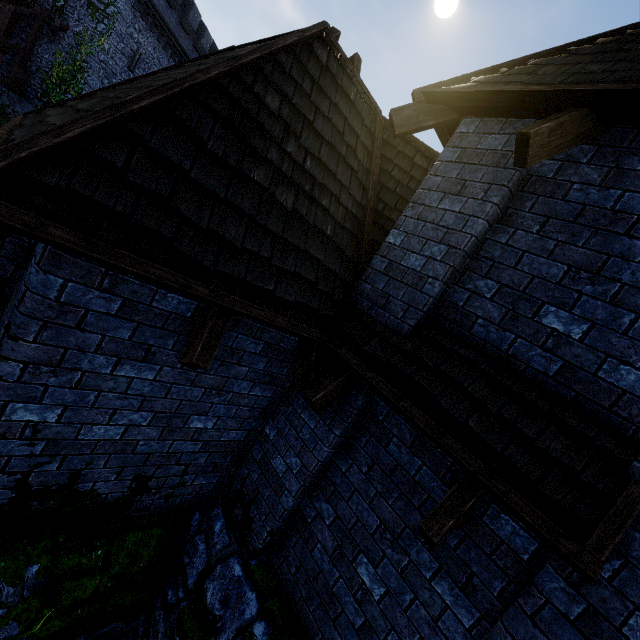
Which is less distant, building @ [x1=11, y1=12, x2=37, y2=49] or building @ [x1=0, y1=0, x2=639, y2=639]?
building @ [x1=0, y1=0, x2=639, y2=639]

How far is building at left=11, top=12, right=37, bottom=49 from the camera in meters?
21.0

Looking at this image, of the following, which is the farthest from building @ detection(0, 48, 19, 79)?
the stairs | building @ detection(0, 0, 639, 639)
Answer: building @ detection(0, 0, 639, 639)

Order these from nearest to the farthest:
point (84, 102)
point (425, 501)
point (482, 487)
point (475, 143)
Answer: point (482, 487)
point (425, 501)
point (475, 143)
point (84, 102)

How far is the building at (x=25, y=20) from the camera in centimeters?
2102cm

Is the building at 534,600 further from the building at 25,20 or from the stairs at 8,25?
the building at 25,20
